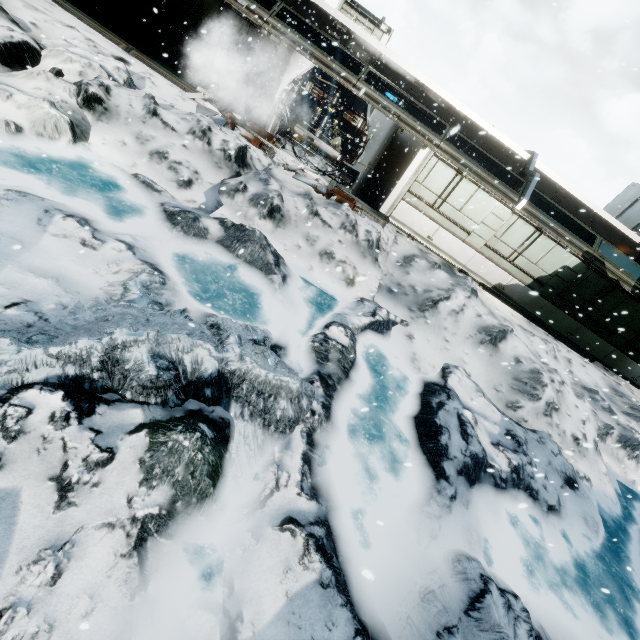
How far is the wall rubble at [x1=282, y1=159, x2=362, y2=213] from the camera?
10.8 meters

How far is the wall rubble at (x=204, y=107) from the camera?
10.77m

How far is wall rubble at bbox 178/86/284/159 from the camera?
10.8m

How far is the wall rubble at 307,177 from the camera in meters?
10.8 m

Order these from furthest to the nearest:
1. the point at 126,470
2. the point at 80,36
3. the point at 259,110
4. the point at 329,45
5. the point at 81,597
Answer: the point at 329,45
the point at 259,110
the point at 80,36
the point at 126,470
the point at 81,597
